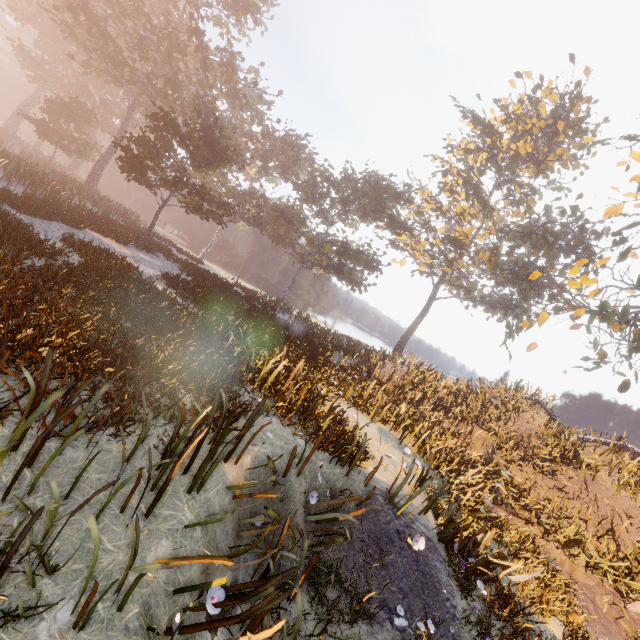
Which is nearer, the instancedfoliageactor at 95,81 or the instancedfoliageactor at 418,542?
the instancedfoliageactor at 95,81

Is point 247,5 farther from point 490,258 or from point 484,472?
point 484,472

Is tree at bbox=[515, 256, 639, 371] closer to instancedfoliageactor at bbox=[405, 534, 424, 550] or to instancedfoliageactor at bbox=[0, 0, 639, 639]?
instancedfoliageactor at bbox=[405, 534, 424, 550]

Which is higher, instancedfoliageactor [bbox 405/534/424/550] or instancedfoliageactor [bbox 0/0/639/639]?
instancedfoliageactor [bbox 0/0/639/639]

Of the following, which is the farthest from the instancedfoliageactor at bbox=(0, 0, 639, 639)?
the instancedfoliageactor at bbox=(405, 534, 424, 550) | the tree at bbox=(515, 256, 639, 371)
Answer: the tree at bbox=(515, 256, 639, 371)

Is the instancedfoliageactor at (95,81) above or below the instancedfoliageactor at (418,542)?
above
